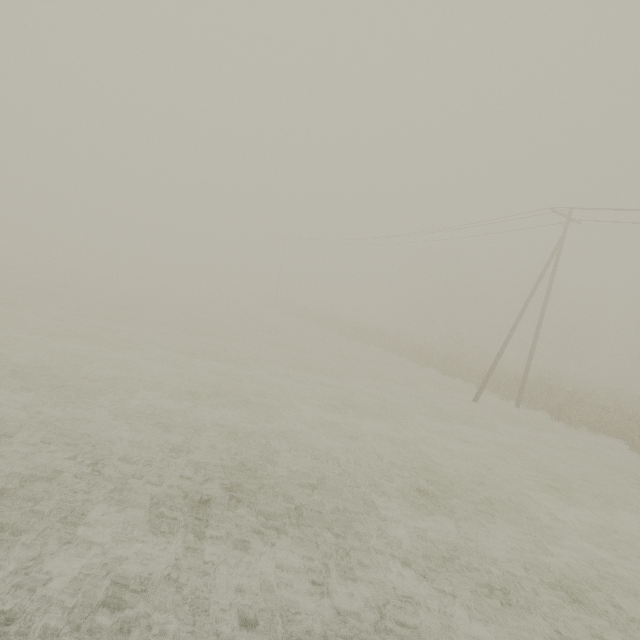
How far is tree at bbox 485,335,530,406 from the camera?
22.2 meters

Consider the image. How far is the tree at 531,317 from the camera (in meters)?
51.84

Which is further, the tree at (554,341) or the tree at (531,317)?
the tree at (531,317)

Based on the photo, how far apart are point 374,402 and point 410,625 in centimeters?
1080cm

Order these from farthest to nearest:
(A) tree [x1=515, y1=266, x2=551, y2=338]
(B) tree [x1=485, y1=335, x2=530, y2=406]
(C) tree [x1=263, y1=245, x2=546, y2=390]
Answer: (A) tree [x1=515, y1=266, x2=551, y2=338]
(C) tree [x1=263, y1=245, x2=546, y2=390]
(B) tree [x1=485, y1=335, x2=530, y2=406]

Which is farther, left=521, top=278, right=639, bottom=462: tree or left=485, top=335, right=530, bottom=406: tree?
left=485, top=335, right=530, bottom=406: tree
